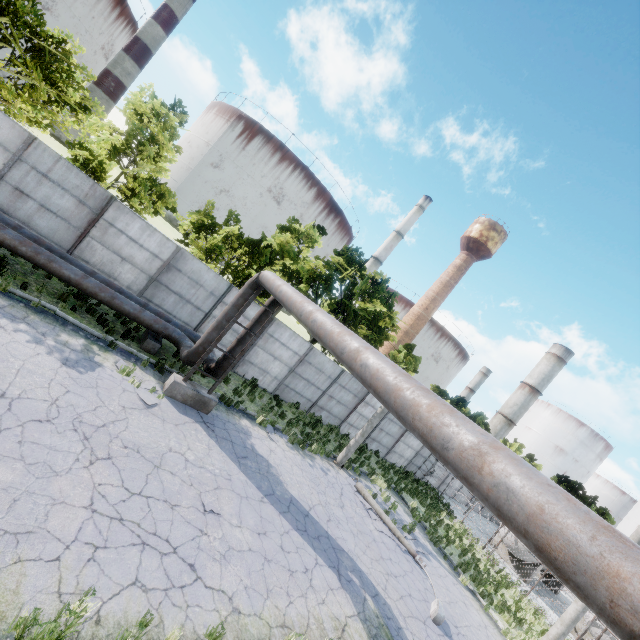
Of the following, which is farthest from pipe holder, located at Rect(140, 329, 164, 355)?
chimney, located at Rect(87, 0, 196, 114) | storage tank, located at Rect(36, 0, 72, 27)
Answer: storage tank, located at Rect(36, 0, 72, 27)

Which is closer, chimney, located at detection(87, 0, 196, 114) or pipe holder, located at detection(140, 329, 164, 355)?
pipe holder, located at detection(140, 329, 164, 355)

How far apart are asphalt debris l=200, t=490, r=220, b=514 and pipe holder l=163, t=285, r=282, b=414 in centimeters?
351cm

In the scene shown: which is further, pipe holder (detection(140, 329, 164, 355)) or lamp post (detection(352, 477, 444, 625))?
pipe holder (detection(140, 329, 164, 355))

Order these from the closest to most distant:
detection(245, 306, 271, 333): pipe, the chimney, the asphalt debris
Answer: Result: the asphalt debris < detection(245, 306, 271, 333): pipe < the chimney

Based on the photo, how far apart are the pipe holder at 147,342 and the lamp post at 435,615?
10.8m

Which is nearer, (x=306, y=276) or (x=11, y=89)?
(x=11, y=89)

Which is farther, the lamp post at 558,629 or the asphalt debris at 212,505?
the lamp post at 558,629
